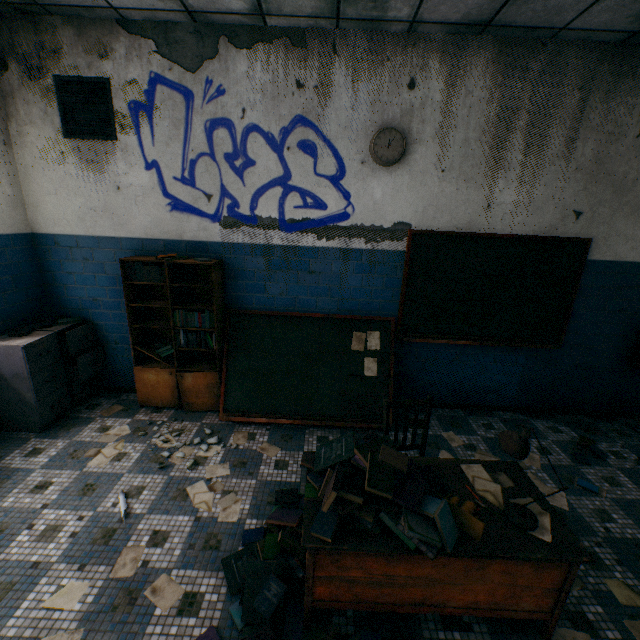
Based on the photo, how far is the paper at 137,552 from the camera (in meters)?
2.12

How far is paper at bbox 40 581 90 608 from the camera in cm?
193

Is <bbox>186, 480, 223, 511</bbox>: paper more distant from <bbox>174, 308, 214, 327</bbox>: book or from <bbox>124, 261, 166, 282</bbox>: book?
<bbox>124, 261, 166, 282</bbox>: book

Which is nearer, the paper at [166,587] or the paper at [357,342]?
the paper at [166,587]

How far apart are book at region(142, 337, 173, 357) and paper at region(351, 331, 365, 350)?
1.6m

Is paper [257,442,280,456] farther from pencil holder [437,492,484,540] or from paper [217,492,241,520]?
pencil holder [437,492,484,540]

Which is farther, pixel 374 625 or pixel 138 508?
pixel 138 508

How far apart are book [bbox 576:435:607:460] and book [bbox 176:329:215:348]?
4.2 meters
